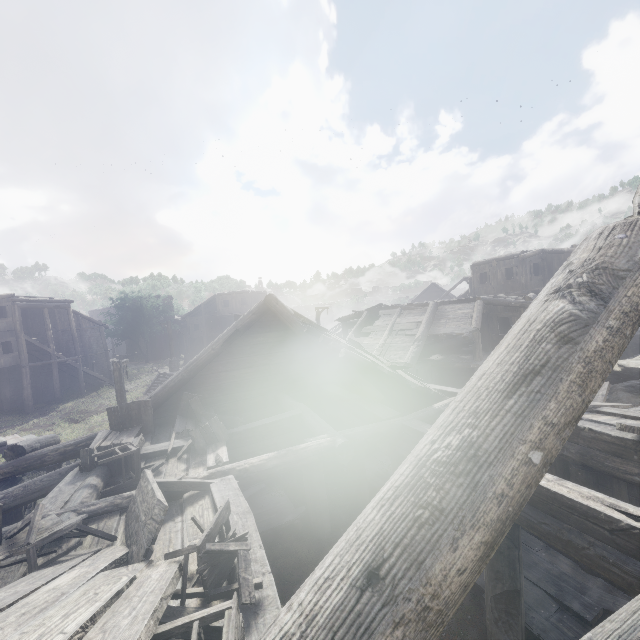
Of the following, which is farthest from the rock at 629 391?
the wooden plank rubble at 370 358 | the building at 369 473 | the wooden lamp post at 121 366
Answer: the wooden lamp post at 121 366

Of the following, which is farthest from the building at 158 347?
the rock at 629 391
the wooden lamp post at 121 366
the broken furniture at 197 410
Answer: the rock at 629 391

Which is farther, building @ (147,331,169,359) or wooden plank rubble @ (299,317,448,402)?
building @ (147,331,169,359)

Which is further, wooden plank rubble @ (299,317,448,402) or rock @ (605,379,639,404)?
rock @ (605,379,639,404)

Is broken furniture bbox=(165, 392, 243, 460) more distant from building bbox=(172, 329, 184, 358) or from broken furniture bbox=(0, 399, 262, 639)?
broken furniture bbox=(0, 399, 262, 639)

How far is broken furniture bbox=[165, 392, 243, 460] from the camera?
6.74m

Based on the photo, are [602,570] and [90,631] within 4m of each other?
no

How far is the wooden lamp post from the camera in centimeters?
1271cm
